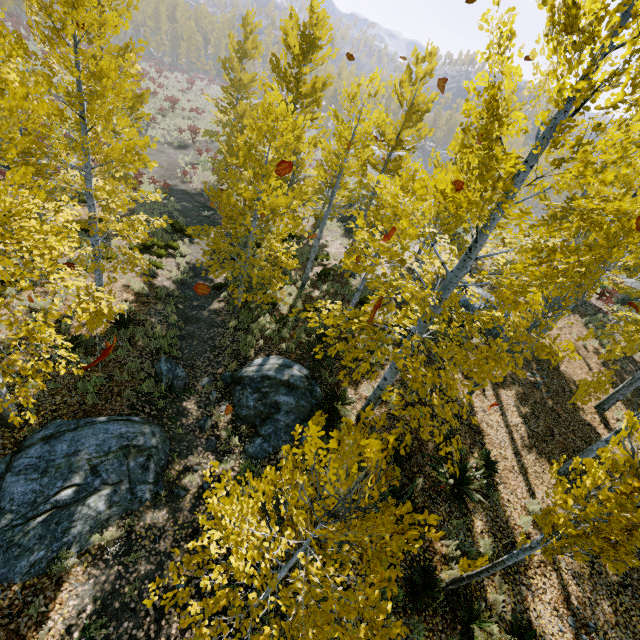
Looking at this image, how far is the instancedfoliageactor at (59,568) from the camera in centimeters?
533cm

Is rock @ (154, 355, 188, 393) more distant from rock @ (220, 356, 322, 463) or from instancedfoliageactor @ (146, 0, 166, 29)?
rock @ (220, 356, 322, 463)

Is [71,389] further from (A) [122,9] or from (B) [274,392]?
(A) [122,9]

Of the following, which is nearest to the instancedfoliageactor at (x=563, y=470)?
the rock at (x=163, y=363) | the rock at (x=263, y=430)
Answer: the rock at (x=263, y=430)

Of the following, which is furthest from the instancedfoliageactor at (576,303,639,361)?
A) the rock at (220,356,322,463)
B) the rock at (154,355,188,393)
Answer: the rock at (154,355,188,393)

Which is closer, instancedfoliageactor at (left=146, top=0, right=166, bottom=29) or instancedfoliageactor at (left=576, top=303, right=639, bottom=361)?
instancedfoliageactor at (left=576, top=303, right=639, bottom=361)
